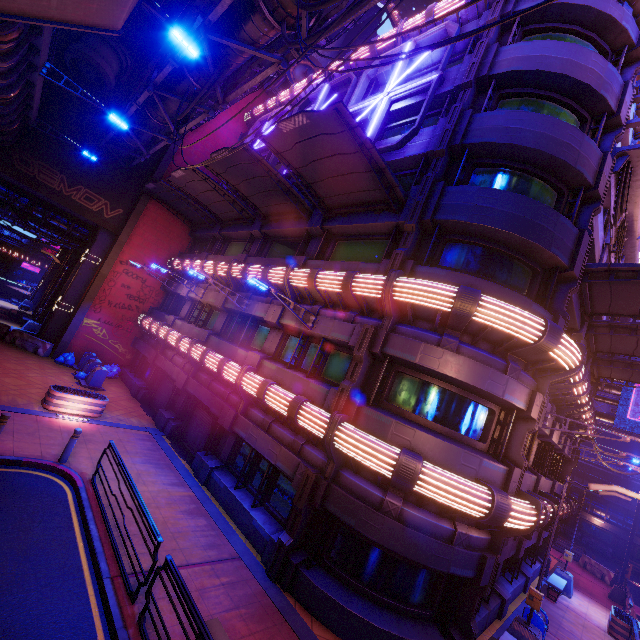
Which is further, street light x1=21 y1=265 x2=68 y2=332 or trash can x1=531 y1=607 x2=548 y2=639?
street light x1=21 y1=265 x2=68 y2=332

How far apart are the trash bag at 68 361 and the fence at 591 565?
40.04m

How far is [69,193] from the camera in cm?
2120

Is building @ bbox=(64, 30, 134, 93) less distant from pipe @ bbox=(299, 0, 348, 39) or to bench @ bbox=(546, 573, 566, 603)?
pipe @ bbox=(299, 0, 348, 39)

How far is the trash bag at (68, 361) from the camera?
19.8 meters

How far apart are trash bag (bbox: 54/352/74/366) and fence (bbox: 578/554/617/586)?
40.04m

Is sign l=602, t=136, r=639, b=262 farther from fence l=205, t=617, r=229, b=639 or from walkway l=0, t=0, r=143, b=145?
fence l=205, t=617, r=229, b=639

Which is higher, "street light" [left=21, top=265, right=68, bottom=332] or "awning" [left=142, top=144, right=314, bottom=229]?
"awning" [left=142, top=144, right=314, bottom=229]
